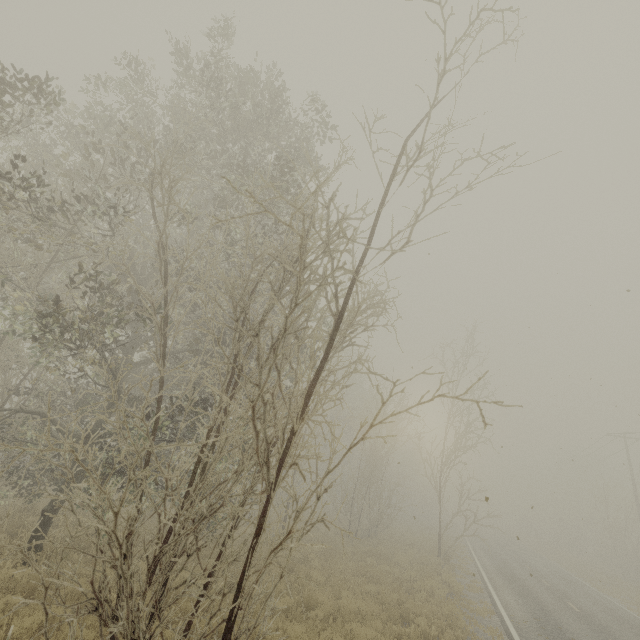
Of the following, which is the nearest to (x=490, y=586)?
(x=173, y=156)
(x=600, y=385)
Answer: (x=600, y=385)
